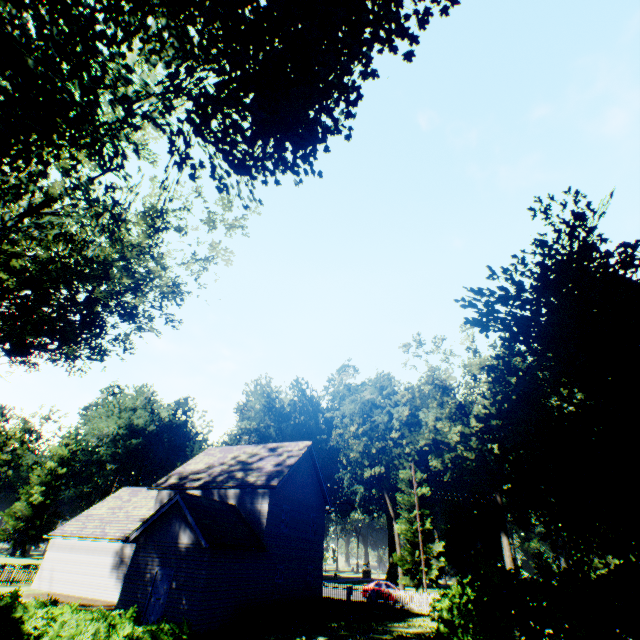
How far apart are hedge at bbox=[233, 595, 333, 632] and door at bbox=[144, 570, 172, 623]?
6.57m

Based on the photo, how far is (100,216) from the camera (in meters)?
12.71

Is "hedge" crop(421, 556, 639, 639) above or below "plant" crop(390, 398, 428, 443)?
below

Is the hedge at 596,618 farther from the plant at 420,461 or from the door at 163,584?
the door at 163,584

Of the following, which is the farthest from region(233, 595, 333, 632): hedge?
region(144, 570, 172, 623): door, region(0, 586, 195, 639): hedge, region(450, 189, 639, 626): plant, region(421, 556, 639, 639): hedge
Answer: region(450, 189, 639, 626): plant

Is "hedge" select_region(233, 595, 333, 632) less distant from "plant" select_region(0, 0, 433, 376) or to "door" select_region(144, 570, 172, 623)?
"door" select_region(144, 570, 172, 623)

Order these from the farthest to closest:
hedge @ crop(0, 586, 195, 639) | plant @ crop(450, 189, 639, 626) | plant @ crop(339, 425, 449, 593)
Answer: plant @ crop(339, 425, 449, 593) → hedge @ crop(0, 586, 195, 639) → plant @ crop(450, 189, 639, 626)

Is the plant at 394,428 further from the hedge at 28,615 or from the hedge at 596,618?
the hedge at 28,615
